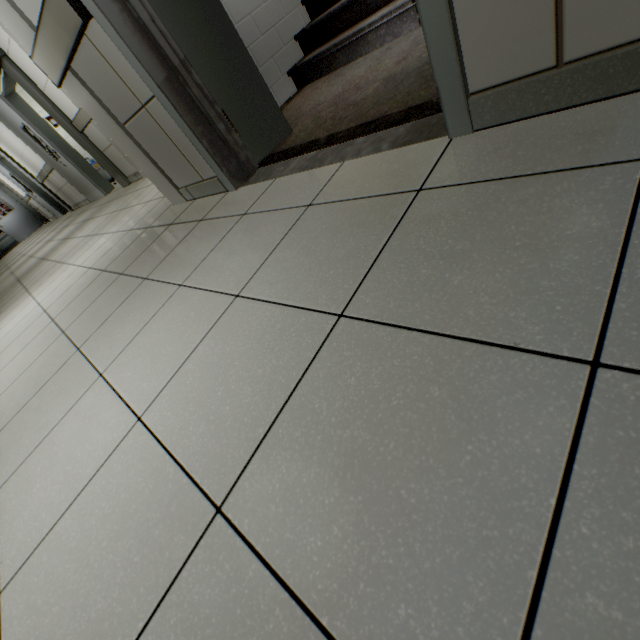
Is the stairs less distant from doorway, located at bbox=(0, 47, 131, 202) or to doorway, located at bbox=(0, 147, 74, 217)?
doorway, located at bbox=(0, 47, 131, 202)

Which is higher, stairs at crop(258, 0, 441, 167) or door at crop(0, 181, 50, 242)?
door at crop(0, 181, 50, 242)

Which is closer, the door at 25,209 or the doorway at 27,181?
the doorway at 27,181

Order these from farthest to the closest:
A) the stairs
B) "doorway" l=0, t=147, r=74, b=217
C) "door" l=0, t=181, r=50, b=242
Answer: "door" l=0, t=181, r=50, b=242, "doorway" l=0, t=147, r=74, b=217, the stairs

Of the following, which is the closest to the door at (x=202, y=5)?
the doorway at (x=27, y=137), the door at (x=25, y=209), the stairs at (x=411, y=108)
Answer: the stairs at (x=411, y=108)

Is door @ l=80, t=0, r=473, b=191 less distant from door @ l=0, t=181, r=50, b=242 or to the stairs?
the stairs

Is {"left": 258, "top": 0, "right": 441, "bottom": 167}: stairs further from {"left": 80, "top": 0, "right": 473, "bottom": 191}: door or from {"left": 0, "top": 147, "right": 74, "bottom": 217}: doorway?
{"left": 0, "top": 147, "right": 74, "bottom": 217}: doorway

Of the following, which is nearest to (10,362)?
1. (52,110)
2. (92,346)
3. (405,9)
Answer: (92,346)
